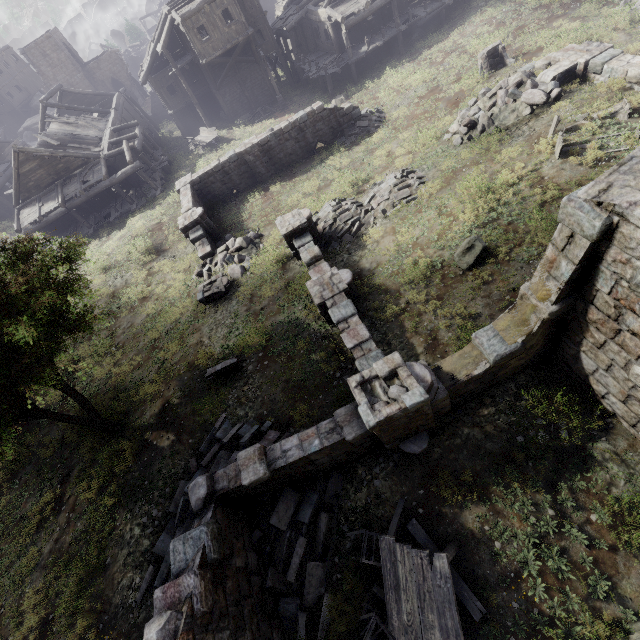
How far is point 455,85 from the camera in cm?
1947

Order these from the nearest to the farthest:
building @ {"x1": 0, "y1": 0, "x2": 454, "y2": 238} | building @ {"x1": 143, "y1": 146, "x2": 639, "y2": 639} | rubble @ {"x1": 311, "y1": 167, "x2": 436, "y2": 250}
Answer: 1. building @ {"x1": 143, "y1": 146, "x2": 639, "y2": 639}
2. rubble @ {"x1": 311, "y1": 167, "x2": 436, "y2": 250}
3. building @ {"x1": 0, "y1": 0, "x2": 454, "y2": 238}

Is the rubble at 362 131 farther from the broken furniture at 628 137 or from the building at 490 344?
the broken furniture at 628 137

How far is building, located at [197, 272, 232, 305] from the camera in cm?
1524

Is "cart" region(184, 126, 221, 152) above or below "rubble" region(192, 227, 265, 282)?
below

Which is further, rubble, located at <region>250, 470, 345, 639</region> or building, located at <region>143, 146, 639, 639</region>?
rubble, located at <region>250, 470, 345, 639</region>

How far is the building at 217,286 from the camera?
15.24m

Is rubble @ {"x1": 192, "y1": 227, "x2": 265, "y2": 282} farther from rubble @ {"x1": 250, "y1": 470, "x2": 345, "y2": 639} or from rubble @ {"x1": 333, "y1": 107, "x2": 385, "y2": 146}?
rubble @ {"x1": 333, "y1": 107, "x2": 385, "y2": 146}
